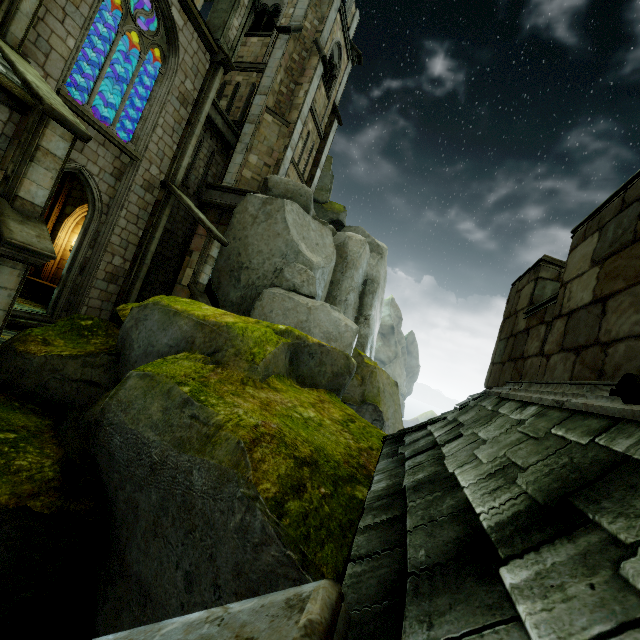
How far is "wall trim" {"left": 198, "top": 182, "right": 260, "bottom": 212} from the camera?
15.5 meters

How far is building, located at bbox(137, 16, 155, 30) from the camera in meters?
12.7

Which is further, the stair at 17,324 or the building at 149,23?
the building at 149,23

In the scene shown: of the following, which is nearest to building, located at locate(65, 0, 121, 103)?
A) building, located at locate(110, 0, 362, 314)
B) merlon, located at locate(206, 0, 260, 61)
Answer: merlon, located at locate(206, 0, 260, 61)

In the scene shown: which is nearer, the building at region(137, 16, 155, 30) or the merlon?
the building at region(137, 16, 155, 30)

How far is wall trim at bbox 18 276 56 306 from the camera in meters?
13.6 m

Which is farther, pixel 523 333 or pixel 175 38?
pixel 175 38

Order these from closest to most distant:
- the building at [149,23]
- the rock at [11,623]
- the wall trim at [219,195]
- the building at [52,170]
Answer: the rock at [11,623] → the building at [52,170] → the building at [149,23] → the wall trim at [219,195]
